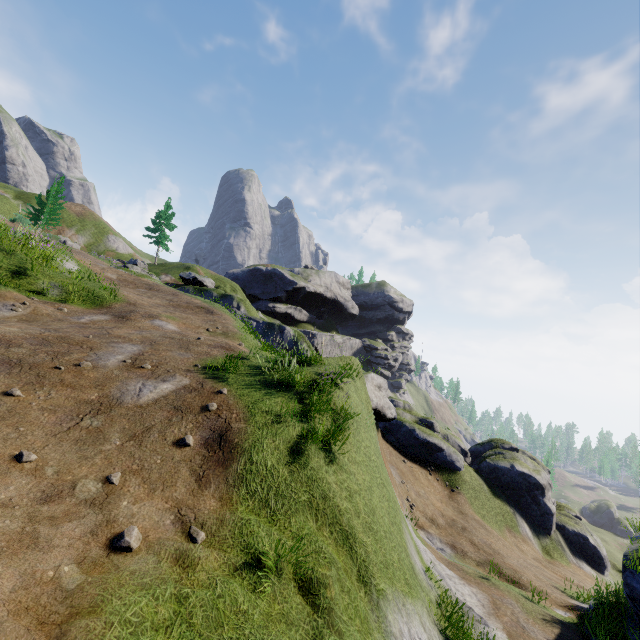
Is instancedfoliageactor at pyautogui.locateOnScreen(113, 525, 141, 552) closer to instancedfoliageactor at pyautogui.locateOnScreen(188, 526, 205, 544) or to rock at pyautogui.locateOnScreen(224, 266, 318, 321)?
instancedfoliageactor at pyautogui.locateOnScreen(188, 526, 205, 544)

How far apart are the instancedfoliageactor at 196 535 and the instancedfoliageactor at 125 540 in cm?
68

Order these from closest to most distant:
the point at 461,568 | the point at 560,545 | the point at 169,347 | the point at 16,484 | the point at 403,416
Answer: the point at 16,484 < the point at 169,347 < the point at 461,568 < the point at 560,545 < the point at 403,416

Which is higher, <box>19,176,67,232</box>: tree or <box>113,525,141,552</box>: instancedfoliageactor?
<box>19,176,67,232</box>: tree

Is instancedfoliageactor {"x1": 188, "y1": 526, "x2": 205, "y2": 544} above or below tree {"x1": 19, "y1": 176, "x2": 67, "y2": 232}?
below

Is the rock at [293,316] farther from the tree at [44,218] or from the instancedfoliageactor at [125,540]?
the instancedfoliageactor at [125,540]

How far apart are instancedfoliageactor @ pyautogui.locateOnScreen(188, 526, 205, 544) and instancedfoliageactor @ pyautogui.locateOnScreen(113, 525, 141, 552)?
0.68m

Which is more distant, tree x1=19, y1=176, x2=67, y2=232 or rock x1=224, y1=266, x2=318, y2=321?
rock x1=224, y1=266, x2=318, y2=321
